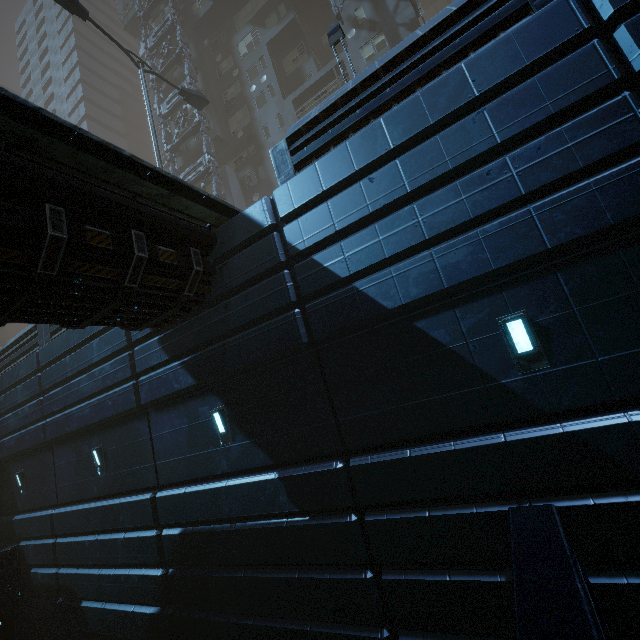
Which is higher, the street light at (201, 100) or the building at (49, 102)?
the building at (49, 102)

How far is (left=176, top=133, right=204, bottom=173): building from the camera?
28.1 meters

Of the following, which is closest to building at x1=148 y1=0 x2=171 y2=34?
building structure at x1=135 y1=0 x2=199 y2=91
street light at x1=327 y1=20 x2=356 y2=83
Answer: building structure at x1=135 y1=0 x2=199 y2=91

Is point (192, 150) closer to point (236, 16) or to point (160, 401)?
point (236, 16)

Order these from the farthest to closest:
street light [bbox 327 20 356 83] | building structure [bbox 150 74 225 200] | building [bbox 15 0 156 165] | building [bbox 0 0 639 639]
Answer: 1. building [bbox 15 0 156 165]
2. building structure [bbox 150 74 225 200]
3. street light [bbox 327 20 356 83]
4. building [bbox 0 0 639 639]

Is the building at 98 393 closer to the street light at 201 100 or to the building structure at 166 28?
the building structure at 166 28

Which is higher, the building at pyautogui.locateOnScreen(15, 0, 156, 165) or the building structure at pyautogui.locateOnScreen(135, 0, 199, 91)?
the building at pyautogui.locateOnScreen(15, 0, 156, 165)
